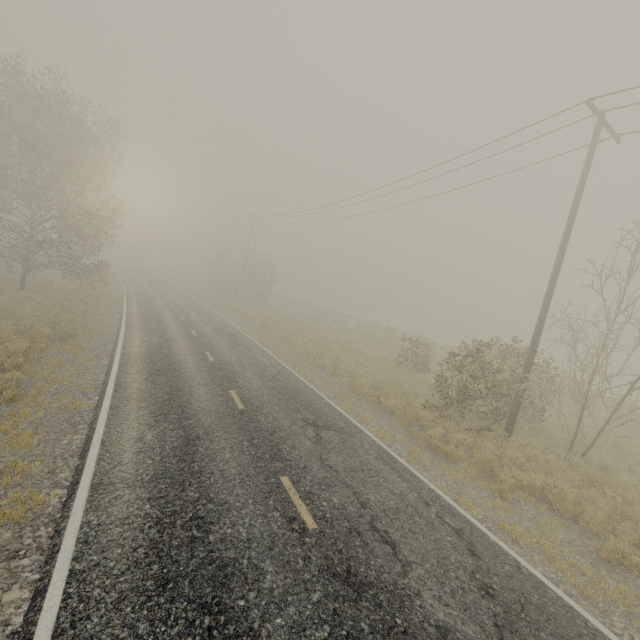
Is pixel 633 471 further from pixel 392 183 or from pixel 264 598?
pixel 392 183

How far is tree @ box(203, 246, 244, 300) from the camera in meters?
43.2 m

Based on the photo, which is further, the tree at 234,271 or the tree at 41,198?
the tree at 234,271

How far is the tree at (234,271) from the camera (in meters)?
43.19

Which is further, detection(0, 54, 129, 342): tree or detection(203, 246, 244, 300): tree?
detection(203, 246, 244, 300): tree
